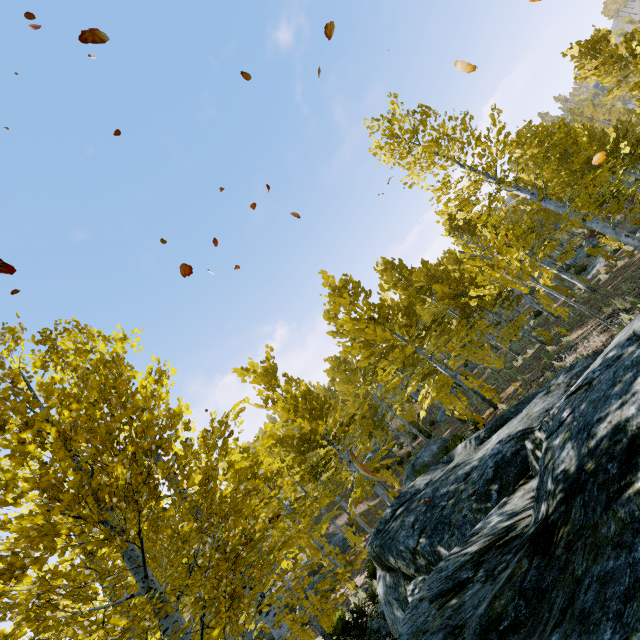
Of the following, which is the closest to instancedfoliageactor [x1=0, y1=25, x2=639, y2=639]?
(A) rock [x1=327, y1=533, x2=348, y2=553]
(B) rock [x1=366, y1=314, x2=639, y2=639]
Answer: Answer: (B) rock [x1=366, y1=314, x2=639, y2=639]

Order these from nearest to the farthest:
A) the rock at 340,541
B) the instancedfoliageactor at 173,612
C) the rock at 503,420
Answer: the rock at 503,420 < the instancedfoliageactor at 173,612 < the rock at 340,541

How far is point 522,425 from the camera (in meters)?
5.11

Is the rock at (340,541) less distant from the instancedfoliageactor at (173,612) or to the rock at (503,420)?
the instancedfoliageactor at (173,612)

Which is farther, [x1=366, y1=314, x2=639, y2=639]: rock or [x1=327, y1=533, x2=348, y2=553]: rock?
[x1=327, y1=533, x2=348, y2=553]: rock

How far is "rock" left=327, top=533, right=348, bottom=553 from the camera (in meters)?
Answer: 23.17

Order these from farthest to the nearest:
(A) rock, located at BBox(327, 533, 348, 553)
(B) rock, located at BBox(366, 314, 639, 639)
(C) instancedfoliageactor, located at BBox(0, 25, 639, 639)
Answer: (A) rock, located at BBox(327, 533, 348, 553), (C) instancedfoliageactor, located at BBox(0, 25, 639, 639), (B) rock, located at BBox(366, 314, 639, 639)

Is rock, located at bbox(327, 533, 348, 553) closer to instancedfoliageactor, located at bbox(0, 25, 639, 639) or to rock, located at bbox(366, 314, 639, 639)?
instancedfoliageactor, located at bbox(0, 25, 639, 639)
